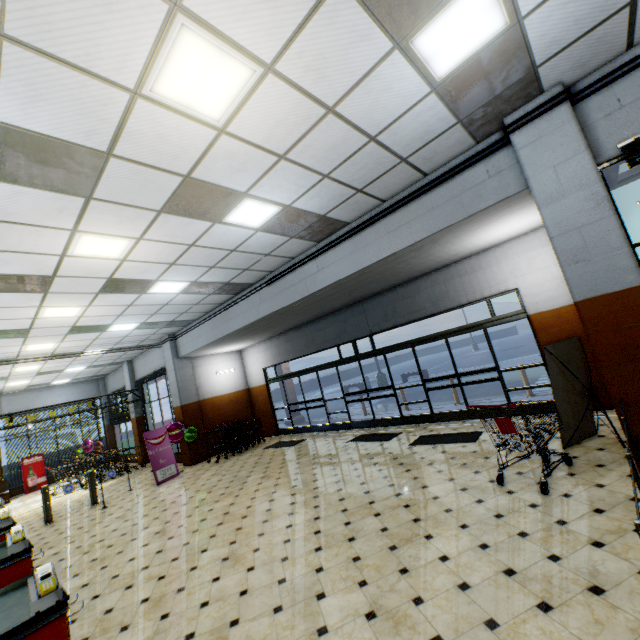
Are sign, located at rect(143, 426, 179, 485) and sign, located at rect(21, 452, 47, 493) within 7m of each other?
no

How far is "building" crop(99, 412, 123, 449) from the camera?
18.48m

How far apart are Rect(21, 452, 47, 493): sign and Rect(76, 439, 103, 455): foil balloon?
1.4 meters

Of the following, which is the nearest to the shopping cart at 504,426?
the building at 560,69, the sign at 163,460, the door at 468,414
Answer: the building at 560,69

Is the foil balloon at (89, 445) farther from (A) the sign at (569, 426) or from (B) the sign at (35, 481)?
(A) the sign at (569, 426)

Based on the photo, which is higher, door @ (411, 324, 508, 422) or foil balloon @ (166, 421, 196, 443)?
foil balloon @ (166, 421, 196, 443)

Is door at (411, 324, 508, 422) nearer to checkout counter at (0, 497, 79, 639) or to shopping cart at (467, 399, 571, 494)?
shopping cart at (467, 399, 571, 494)

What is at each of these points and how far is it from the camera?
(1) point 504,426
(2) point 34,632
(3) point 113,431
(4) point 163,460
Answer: (1) shopping cart, 4.5 meters
(2) checkout counter, 2.3 meters
(3) building, 18.8 meters
(4) sign, 10.5 meters
